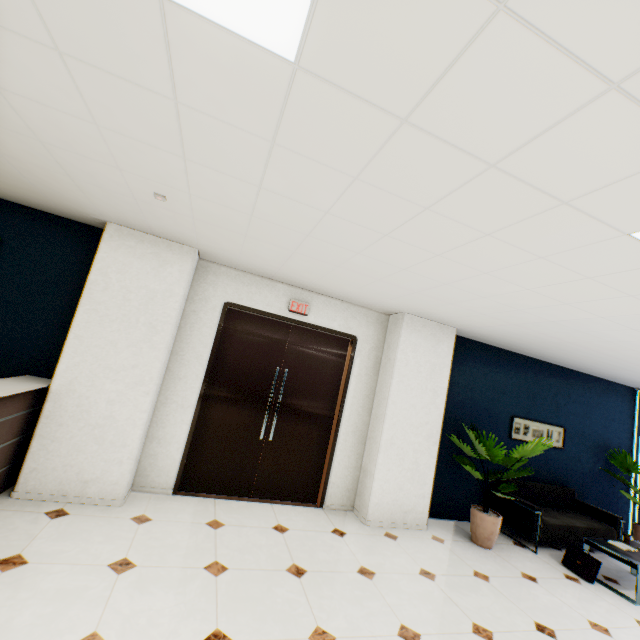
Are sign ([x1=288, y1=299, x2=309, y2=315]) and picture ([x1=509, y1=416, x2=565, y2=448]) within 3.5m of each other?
no

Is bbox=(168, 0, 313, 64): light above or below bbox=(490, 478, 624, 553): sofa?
above

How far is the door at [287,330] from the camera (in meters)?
4.25

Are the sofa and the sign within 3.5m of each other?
no

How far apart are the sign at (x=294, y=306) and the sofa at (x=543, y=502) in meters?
4.4 m

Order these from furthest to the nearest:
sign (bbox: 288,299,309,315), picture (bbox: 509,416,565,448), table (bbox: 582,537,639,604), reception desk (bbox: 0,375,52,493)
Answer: picture (bbox: 509,416,565,448) → sign (bbox: 288,299,309,315) → table (bbox: 582,537,639,604) → reception desk (bbox: 0,375,52,493)

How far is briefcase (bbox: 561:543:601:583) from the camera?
4.1 meters

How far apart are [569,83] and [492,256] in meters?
1.5 m
